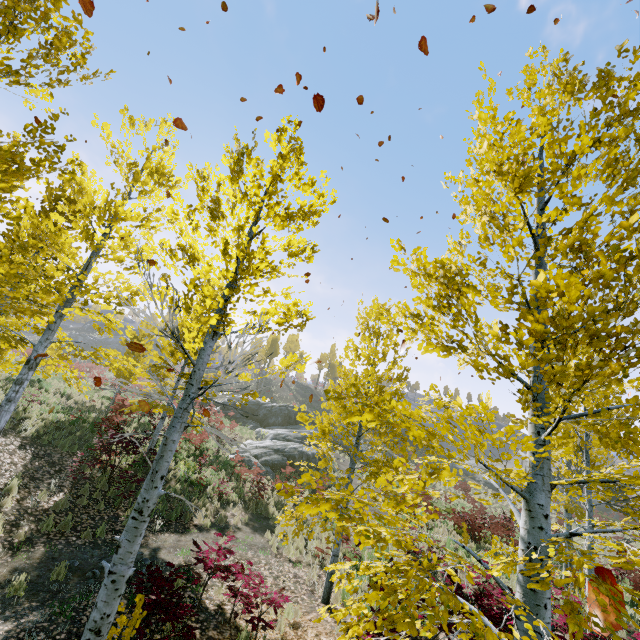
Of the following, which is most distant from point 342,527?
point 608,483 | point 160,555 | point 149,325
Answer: point 149,325

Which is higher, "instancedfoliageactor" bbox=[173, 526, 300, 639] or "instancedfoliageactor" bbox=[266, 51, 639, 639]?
"instancedfoliageactor" bbox=[266, 51, 639, 639]

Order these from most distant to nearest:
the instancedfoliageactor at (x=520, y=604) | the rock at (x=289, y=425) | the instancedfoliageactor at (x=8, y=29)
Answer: the rock at (x=289, y=425), the instancedfoliageactor at (x=8, y=29), the instancedfoliageactor at (x=520, y=604)

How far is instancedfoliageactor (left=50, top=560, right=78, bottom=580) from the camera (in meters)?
6.40

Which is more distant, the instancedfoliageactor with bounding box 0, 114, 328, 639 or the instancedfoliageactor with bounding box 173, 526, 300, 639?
the instancedfoliageactor with bounding box 173, 526, 300, 639

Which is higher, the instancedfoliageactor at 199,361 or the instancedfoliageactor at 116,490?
the instancedfoliageactor at 199,361

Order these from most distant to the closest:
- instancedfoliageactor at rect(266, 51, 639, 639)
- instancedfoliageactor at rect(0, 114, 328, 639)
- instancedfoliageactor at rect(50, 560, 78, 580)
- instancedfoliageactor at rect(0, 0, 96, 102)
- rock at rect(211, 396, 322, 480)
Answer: rock at rect(211, 396, 322, 480) < instancedfoliageactor at rect(50, 560, 78, 580) < instancedfoliageactor at rect(0, 0, 96, 102) < instancedfoliageactor at rect(0, 114, 328, 639) < instancedfoliageactor at rect(266, 51, 639, 639)
